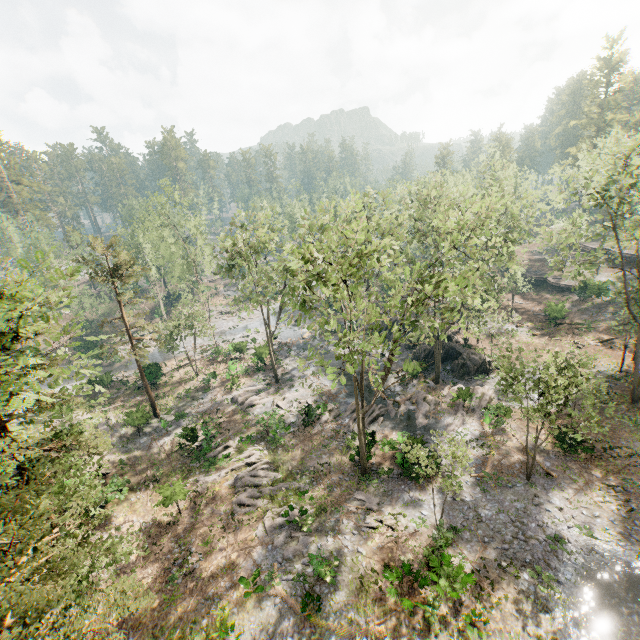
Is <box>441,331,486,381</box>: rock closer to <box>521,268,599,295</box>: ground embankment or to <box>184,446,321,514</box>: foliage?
<box>184,446,321,514</box>: foliage

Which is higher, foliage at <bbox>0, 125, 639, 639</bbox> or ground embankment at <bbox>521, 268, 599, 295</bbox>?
foliage at <bbox>0, 125, 639, 639</bbox>

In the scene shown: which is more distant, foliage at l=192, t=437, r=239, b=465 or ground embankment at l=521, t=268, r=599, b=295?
ground embankment at l=521, t=268, r=599, b=295

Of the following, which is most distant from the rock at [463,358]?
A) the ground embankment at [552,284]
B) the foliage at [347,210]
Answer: the ground embankment at [552,284]

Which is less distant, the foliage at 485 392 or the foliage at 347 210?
the foliage at 347 210

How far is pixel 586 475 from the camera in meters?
21.6

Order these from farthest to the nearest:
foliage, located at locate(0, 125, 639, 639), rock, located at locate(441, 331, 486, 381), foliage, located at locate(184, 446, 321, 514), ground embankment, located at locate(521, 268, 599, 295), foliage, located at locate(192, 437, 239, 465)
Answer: ground embankment, located at locate(521, 268, 599, 295)
rock, located at locate(441, 331, 486, 381)
foliage, located at locate(192, 437, 239, 465)
foliage, located at locate(184, 446, 321, 514)
foliage, located at locate(0, 125, 639, 639)
